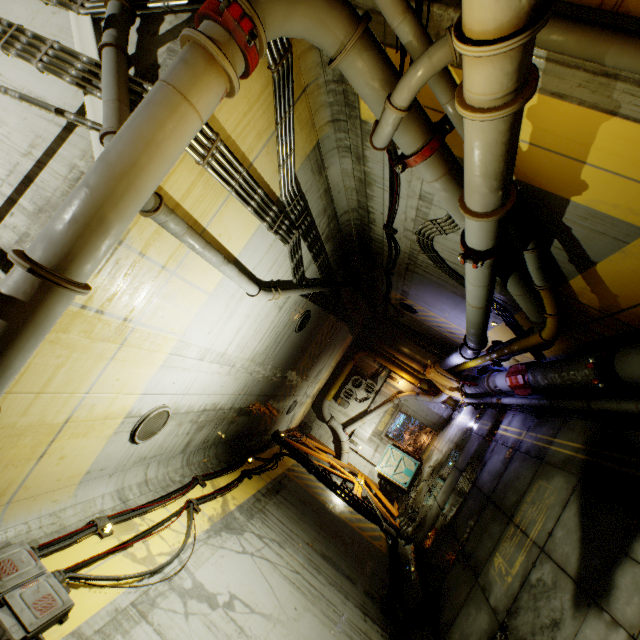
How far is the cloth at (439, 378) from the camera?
15.12m

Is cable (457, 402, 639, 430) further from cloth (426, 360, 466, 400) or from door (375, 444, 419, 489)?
door (375, 444, 419, 489)

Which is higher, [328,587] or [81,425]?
[81,425]

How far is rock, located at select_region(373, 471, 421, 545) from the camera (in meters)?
12.79

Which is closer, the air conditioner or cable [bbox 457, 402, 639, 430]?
cable [bbox 457, 402, 639, 430]

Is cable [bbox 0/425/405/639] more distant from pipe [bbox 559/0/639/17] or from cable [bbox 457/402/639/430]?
cable [bbox 457/402/639/430]

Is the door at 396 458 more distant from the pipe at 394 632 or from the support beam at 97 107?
the support beam at 97 107

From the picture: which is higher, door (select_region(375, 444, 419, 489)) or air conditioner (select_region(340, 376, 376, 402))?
air conditioner (select_region(340, 376, 376, 402))
